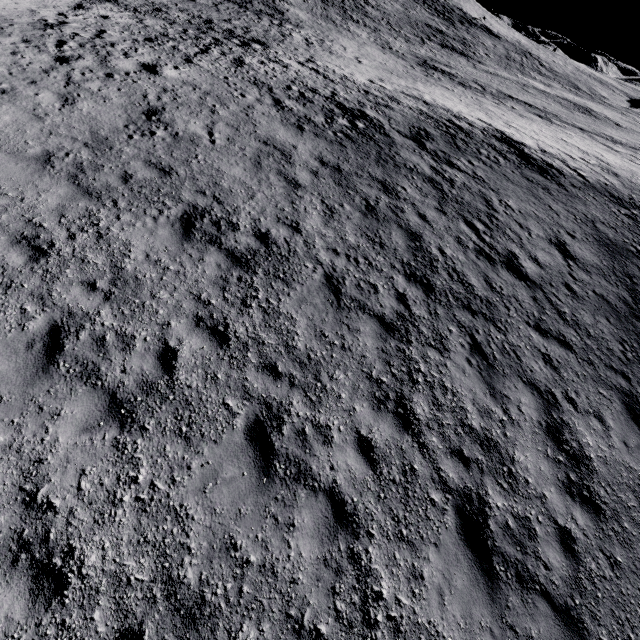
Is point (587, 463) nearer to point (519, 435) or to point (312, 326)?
point (519, 435)
